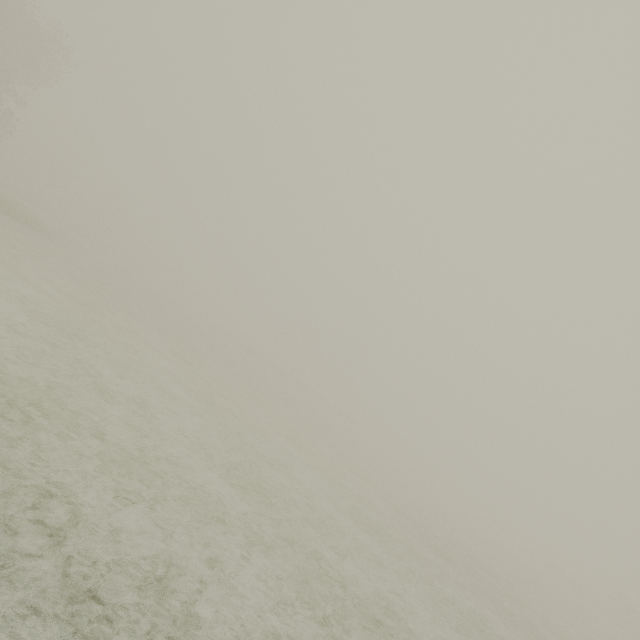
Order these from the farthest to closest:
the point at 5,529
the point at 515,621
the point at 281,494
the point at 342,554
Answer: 1. the point at 515,621
2. the point at 281,494
3. the point at 342,554
4. the point at 5,529
